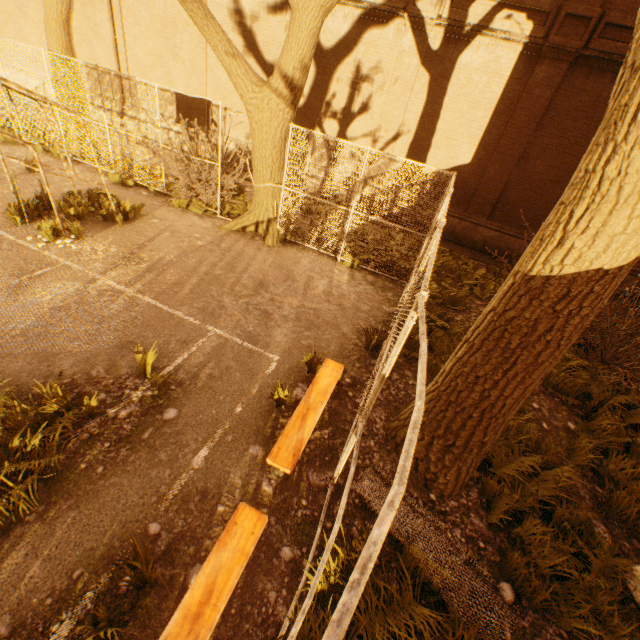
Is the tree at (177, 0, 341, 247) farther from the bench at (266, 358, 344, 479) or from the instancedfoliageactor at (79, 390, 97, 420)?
the instancedfoliageactor at (79, 390, 97, 420)

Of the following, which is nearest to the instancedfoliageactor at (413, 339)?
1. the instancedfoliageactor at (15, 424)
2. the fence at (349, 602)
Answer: the fence at (349, 602)

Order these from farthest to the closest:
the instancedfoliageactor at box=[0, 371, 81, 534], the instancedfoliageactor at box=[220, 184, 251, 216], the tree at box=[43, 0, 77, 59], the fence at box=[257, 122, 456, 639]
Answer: the instancedfoliageactor at box=[220, 184, 251, 216] < the tree at box=[43, 0, 77, 59] < the instancedfoliageactor at box=[0, 371, 81, 534] < the fence at box=[257, 122, 456, 639]

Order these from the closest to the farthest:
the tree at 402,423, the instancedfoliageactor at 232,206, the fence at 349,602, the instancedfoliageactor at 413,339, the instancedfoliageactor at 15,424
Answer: the fence at 349,602
the instancedfoliageactor at 15,424
the tree at 402,423
the instancedfoliageactor at 413,339
the instancedfoliageactor at 232,206

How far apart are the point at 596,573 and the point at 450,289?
6.6 meters

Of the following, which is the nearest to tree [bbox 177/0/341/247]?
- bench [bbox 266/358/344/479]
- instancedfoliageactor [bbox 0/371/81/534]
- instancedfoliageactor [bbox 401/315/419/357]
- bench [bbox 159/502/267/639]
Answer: instancedfoliageactor [bbox 401/315/419/357]

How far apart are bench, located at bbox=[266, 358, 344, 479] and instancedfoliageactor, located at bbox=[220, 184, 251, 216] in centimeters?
745cm

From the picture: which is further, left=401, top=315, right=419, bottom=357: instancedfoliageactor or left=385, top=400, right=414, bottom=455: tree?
left=401, top=315, right=419, bottom=357: instancedfoliageactor
